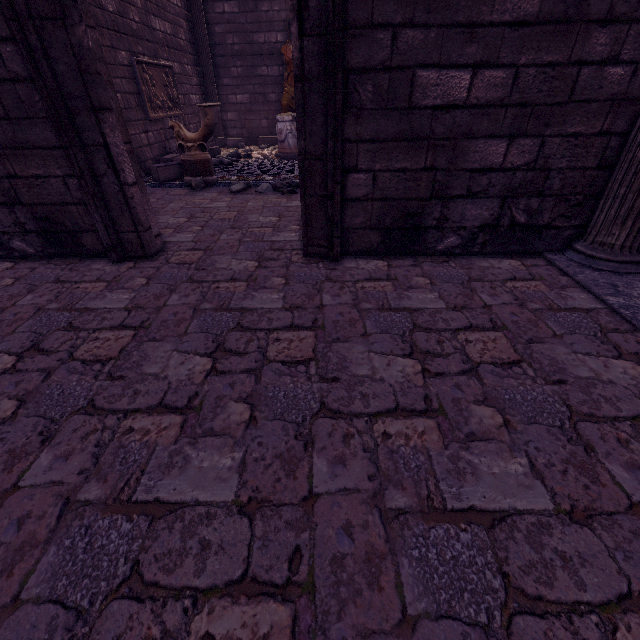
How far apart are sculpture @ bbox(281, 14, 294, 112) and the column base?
0.9m

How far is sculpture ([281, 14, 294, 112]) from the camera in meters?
9.2 m

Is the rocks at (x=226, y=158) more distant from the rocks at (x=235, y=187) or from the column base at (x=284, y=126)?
the rocks at (x=235, y=187)

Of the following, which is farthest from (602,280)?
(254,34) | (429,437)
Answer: (254,34)

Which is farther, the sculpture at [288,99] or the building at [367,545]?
the sculpture at [288,99]

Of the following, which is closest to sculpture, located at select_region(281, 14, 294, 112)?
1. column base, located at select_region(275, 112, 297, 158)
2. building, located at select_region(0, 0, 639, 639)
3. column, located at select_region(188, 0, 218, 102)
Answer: building, located at select_region(0, 0, 639, 639)

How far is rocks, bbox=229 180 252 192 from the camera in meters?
5.6

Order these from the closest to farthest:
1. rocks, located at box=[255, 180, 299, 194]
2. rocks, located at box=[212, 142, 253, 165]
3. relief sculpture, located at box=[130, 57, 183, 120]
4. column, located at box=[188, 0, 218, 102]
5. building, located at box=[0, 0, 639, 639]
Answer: building, located at box=[0, 0, 639, 639]
rocks, located at box=[255, 180, 299, 194]
relief sculpture, located at box=[130, 57, 183, 120]
rocks, located at box=[212, 142, 253, 165]
column, located at box=[188, 0, 218, 102]
